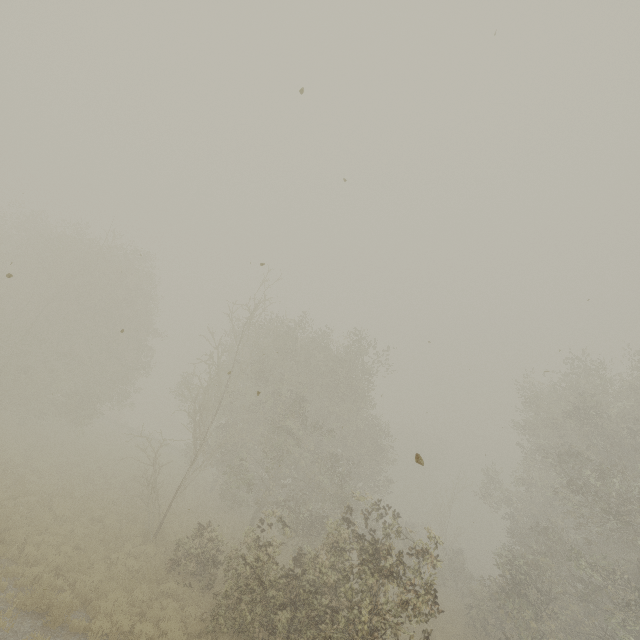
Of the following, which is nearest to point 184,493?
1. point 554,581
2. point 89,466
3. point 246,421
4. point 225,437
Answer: point 225,437
